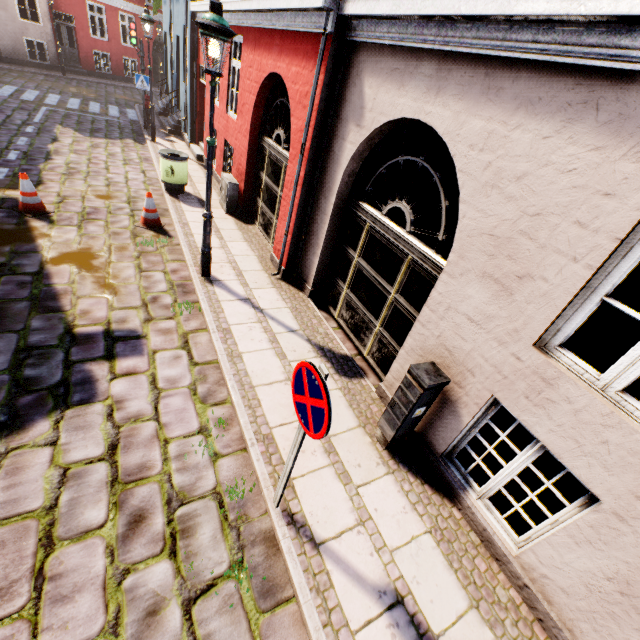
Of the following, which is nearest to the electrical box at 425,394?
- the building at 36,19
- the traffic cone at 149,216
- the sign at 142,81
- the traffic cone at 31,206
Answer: the building at 36,19

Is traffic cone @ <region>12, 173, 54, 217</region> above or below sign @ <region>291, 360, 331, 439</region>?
below

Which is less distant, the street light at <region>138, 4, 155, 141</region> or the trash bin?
the trash bin

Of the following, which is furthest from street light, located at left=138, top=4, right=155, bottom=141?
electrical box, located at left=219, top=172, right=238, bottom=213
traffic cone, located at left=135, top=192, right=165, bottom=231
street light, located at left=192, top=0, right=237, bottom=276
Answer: street light, located at left=192, top=0, right=237, bottom=276

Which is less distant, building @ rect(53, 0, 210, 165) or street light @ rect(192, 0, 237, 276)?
street light @ rect(192, 0, 237, 276)

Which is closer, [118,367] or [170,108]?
[118,367]

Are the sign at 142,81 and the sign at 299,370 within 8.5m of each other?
no

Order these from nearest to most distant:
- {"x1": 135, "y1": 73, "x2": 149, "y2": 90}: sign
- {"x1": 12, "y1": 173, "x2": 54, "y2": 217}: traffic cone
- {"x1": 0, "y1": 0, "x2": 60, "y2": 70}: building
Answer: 1. {"x1": 12, "y1": 173, "x2": 54, "y2": 217}: traffic cone
2. {"x1": 135, "y1": 73, "x2": 149, "y2": 90}: sign
3. {"x1": 0, "y1": 0, "x2": 60, "y2": 70}: building
